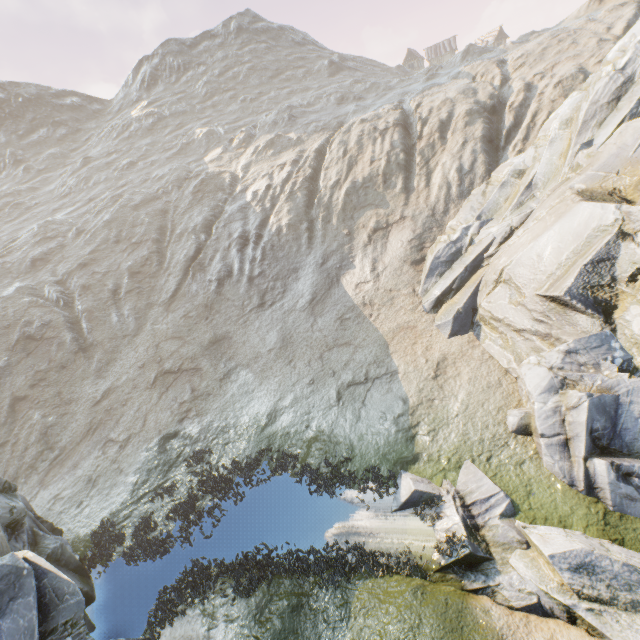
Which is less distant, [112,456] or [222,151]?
[112,456]

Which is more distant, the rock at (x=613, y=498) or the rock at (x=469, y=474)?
the rock at (x=613, y=498)

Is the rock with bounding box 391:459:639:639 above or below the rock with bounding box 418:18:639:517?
below

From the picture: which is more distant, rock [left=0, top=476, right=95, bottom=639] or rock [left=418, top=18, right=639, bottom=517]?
rock [left=418, top=18, right=639, bottom=517]
